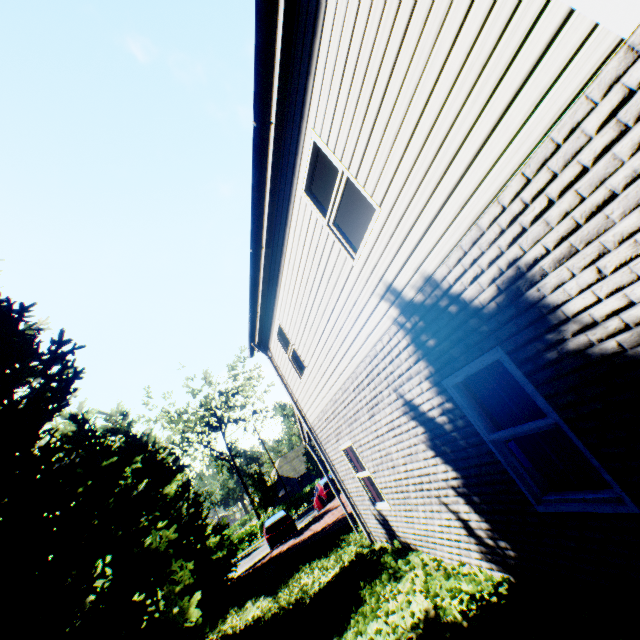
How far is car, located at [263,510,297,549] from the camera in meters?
19.1

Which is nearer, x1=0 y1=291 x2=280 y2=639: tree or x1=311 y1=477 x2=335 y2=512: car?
x1=0 y1=291 x2=280 y2=639: tree

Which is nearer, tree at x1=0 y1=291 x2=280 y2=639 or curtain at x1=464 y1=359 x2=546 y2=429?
curtain at x1=464 y1=359 x2=546 y2=429

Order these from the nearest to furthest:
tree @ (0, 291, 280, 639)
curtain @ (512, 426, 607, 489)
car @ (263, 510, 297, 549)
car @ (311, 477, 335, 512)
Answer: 1. curtain @ (512, 426, 607, 489)
2. tree @ (0, 291, 280, 639)
3. car @ (263, 510, 297, 549)
4. car @ (311, 477, 335, 512)

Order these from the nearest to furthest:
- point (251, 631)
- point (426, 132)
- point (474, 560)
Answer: → point (426, 132) → point (474, 560) → point (251, 631)

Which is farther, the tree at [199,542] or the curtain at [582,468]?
the tree at [199,542]

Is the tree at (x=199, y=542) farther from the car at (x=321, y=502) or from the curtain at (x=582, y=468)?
the car at (x=321, y=502)

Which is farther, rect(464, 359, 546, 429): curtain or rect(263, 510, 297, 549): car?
rect(263, 510, 297, 549): car
